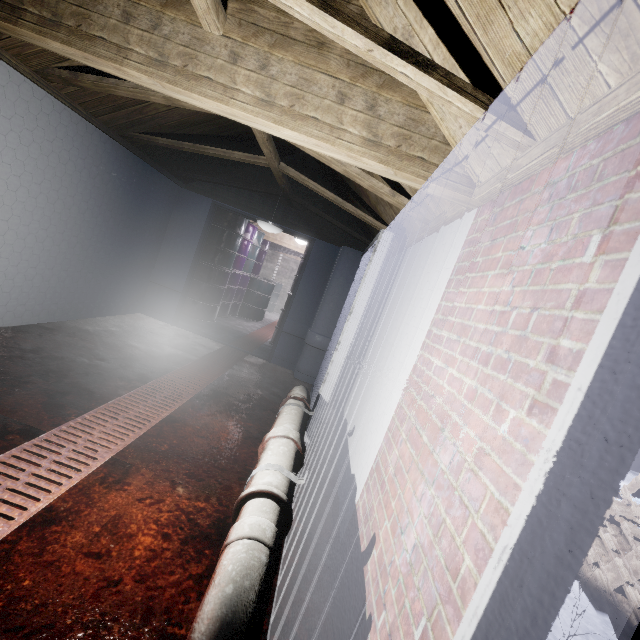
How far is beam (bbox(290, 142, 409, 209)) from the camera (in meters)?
2.31

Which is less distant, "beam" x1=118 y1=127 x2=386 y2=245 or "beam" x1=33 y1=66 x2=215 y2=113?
"beam" x1=33 y1=66 x2=215 y2=113

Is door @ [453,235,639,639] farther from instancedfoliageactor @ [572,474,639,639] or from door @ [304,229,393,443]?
door @ [304,229,393,443]

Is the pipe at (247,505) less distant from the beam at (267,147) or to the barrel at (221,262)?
the beam at (267,147)

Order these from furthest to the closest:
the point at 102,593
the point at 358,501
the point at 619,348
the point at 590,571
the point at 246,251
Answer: the point at 246,251 → the point at 590,571 → the point at 358,501 → the point at 102,593 → the point at 619,348

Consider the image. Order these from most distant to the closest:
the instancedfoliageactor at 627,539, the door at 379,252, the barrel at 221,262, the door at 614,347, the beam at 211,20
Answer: the barrel at 221,262, the door at 379,252, the instancedfoliageactor at 627,539, the beam at 211,20, the door at 614,347

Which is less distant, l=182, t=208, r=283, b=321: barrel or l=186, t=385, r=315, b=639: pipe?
l=186, t=385, r=315, b=639: pipe

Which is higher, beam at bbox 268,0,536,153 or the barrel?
beam at bbox 268,0,536,153
